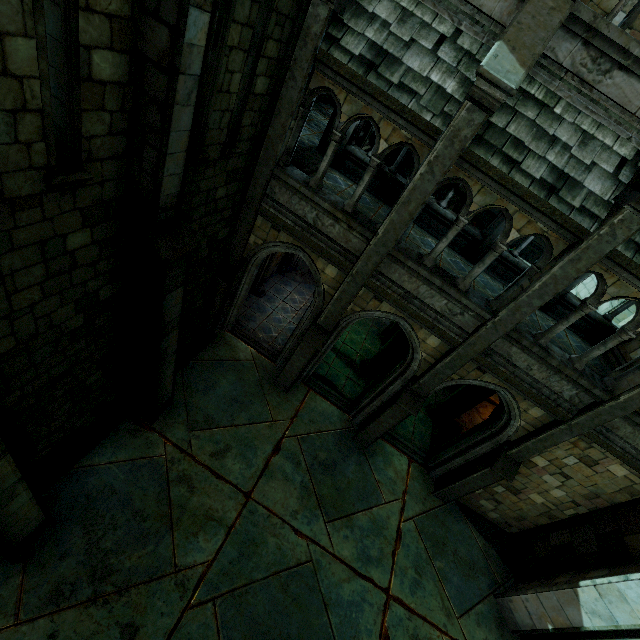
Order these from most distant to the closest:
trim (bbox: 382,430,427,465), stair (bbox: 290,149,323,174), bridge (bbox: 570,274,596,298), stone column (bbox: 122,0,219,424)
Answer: bridge (bbox: 570,274,596,298)
trim (bbox: 382,430,427,465)
stair (bbox: 290,149,323,174)
stone column (bbox: 122,0,219,424)

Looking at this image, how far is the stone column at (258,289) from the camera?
12.3m

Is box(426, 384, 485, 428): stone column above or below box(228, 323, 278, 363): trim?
above

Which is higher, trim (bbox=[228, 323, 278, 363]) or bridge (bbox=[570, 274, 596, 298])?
bridge (bbox=[570, 274, 596, 298])

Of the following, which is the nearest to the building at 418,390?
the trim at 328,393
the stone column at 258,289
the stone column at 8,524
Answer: the trim at 328,393

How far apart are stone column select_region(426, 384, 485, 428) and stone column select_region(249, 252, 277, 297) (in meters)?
8.38

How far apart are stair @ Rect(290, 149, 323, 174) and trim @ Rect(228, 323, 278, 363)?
5.00m

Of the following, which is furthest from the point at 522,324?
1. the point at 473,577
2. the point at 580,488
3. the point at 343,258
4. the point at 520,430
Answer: the point at 473,577
